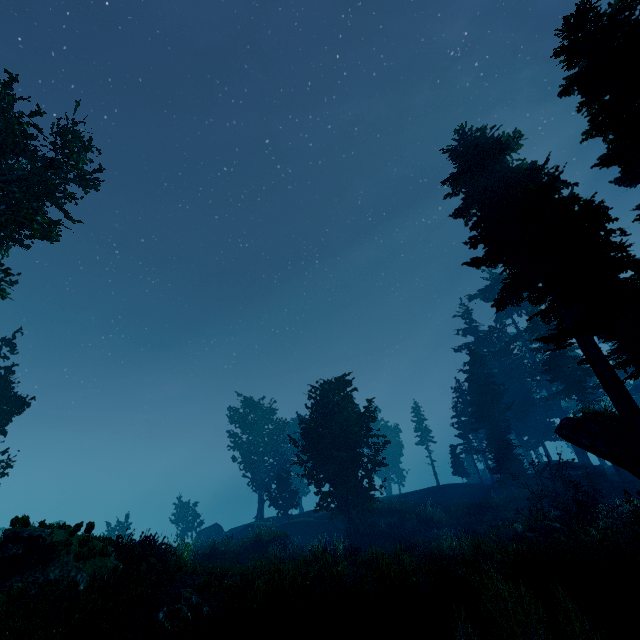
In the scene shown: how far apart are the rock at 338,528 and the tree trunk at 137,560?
23.7m

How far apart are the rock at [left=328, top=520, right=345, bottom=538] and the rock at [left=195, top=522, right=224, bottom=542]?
15.2 meters

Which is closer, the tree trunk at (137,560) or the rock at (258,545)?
the tree trunk at (137,560)

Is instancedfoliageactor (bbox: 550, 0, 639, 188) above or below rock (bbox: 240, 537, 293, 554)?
above

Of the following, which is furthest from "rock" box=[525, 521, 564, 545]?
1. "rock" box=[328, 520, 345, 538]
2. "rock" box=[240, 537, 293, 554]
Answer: "rock" box=[328, 520, 345, 538]

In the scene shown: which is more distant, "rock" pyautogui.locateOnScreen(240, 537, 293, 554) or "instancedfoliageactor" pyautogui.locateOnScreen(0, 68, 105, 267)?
"rock" pyautogui.locateOnScreen(240, 537, 293, 554)

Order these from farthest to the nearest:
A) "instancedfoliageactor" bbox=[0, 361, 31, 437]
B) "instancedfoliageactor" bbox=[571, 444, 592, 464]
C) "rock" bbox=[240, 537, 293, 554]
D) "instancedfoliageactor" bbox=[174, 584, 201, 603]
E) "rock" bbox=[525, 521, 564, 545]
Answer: "instancedfoliageactor" bbox=[571, 444, 592, 464] < "rock" bbox=[240, 537, 293, 554] < "instancedfoliageactor" bbox=[0, 361, 31, 437] < "rock" bbox=[525, 521, 564, 545] < "instancedfoliageactor" bbox=[174, 584, 201, 603]

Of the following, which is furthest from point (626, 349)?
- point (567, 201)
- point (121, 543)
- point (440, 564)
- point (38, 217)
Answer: point (38, 217)
